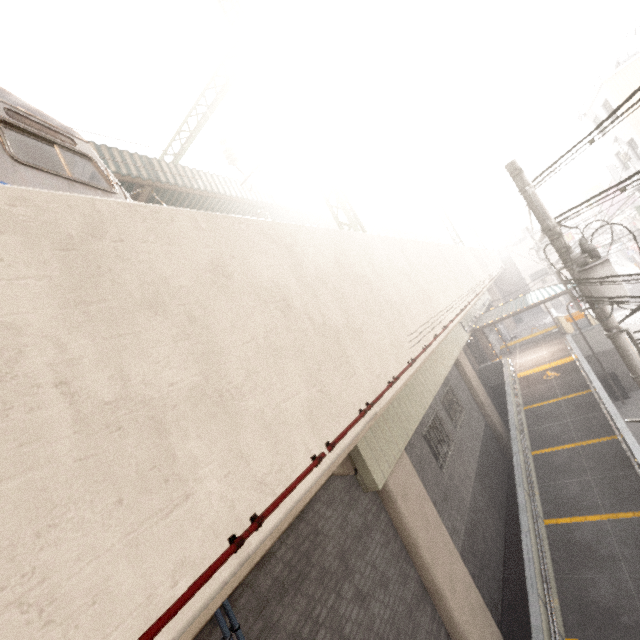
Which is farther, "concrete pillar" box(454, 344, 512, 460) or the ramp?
"concrete pillar" box(454, 344, 512, 460)

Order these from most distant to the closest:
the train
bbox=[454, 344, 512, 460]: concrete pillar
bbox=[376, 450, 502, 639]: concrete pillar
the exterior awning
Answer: the exterior awning
bbox=[454, 344, 512, 460]: concrete pillar
bbox=[376, 450, 502, 639]: concrete pillar
the train

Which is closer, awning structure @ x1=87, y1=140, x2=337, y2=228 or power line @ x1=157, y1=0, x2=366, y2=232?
awning structure @ x1=87, y1=140, x2=337, y2=228

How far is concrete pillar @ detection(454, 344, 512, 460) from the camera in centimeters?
1452cm

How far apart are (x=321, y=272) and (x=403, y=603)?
6.3m

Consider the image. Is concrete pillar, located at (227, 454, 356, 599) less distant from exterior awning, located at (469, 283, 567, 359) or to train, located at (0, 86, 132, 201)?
train, located at (0, 86, 132, 201)

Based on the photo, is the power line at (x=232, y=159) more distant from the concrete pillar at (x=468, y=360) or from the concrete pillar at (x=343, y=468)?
the concrete pillar at (x=468, y=360)

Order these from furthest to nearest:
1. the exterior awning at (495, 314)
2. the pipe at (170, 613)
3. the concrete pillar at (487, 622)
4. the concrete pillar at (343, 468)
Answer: the exterior awning at (495, 314)
the concrete pillar at (487, 622)
the concrete pillar at (343, 468)
the pipe at (170, 613)
